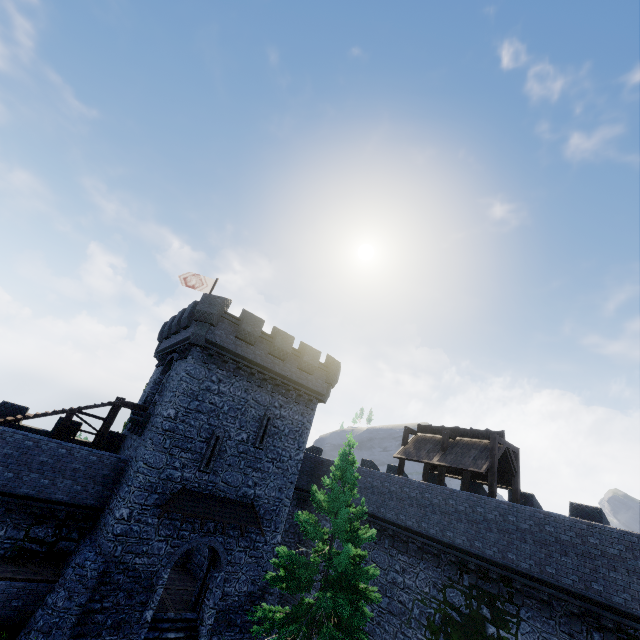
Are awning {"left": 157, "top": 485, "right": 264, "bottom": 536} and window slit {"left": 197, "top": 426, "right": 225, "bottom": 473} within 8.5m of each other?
yes

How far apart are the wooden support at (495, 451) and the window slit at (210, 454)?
14.89m

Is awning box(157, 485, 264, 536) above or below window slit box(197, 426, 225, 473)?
below

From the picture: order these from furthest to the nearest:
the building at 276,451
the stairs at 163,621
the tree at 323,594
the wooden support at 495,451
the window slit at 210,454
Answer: the window slit at 210,454
the wooden support at 495,451
the building at 276,451
the stairs at 163,621
the tree at 323,594

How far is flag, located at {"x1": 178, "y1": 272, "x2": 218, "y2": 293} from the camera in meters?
26.0 m

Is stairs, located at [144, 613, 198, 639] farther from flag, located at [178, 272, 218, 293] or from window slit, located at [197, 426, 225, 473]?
flag, located at [178, 272, 218, 293]

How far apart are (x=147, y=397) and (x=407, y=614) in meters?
20.4
